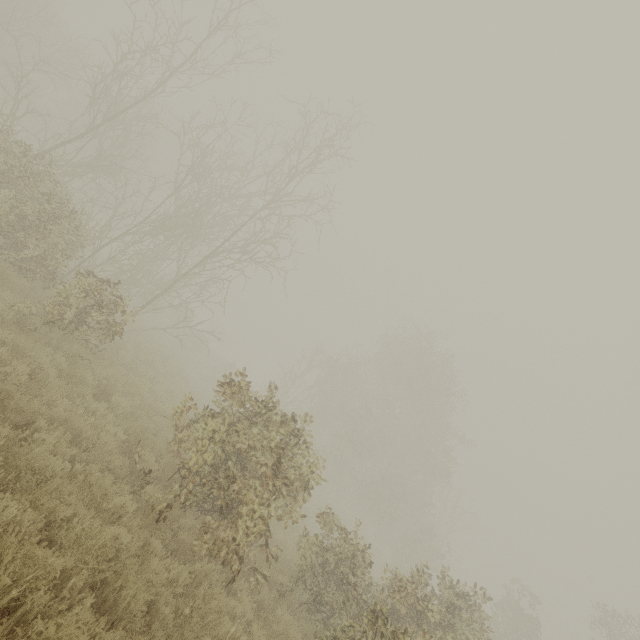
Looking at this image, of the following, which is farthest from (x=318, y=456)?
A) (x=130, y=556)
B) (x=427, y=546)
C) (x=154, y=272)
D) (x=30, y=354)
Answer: (x=154, y=272)
